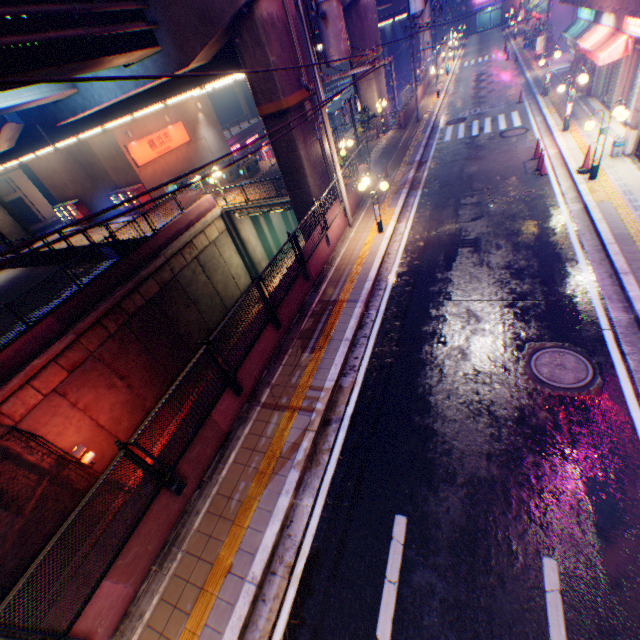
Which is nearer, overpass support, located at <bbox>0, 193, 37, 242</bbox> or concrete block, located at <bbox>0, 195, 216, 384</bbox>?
concrete block, located at <bbox>0, 195, 216, 384</bbox>

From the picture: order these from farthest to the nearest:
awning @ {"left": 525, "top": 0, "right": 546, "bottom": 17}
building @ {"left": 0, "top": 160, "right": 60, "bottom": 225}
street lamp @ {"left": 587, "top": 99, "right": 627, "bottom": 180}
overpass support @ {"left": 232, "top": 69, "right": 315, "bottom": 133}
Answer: building @ {"left": 0, "top": 160, "right": 60, "bottom": 225} < awning @ {"left": 525, "top": 0, "right": 546, "bottom": 17} < overpass support @ {"left": 232, "top": 69, "right": 315, "bottom": 133} < street lamp @ {"left": 587, "top": 99, "right": 627, "bottom": 180}

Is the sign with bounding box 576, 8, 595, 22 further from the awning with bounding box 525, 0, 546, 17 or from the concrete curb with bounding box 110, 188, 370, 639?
the awning with bounding box 525, 0, 546, 17

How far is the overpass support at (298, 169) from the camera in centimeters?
1350cm

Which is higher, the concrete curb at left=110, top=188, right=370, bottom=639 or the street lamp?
the street lamp

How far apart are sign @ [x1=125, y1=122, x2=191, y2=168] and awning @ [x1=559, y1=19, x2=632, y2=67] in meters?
27.8

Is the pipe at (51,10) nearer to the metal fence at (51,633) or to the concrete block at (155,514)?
the metal fence at (51,633)

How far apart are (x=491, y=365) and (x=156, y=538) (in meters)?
7.63
